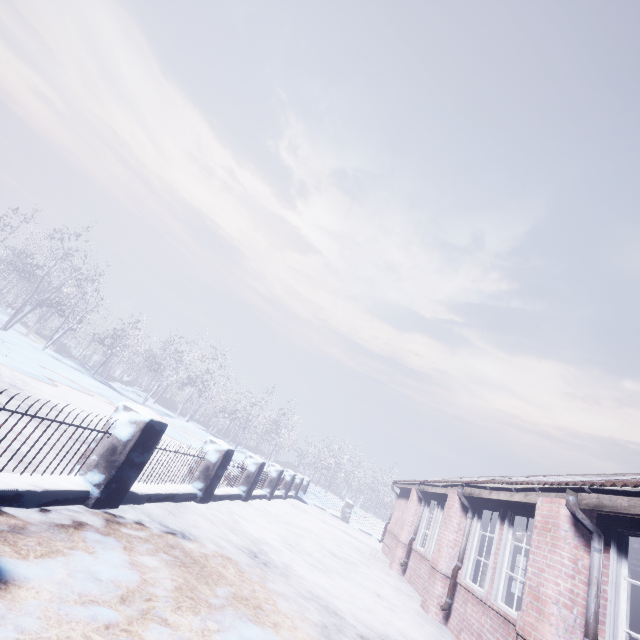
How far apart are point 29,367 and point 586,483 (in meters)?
14.49

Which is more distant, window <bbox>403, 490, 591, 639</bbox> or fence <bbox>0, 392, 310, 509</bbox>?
window <bbox>403, 490, 591, 639</bbox>

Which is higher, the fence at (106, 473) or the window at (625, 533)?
the window at (625, 533)

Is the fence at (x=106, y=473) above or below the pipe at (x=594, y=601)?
below

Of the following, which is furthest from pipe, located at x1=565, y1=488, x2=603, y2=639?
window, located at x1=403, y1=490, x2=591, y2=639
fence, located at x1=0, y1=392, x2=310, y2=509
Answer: fence, located at x1=0, y1=392, x2=310, y2=509

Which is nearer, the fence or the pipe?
the fence

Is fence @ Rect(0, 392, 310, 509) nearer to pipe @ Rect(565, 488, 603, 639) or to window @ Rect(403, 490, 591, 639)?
window @ Rect(403, 490, 591, 639)
